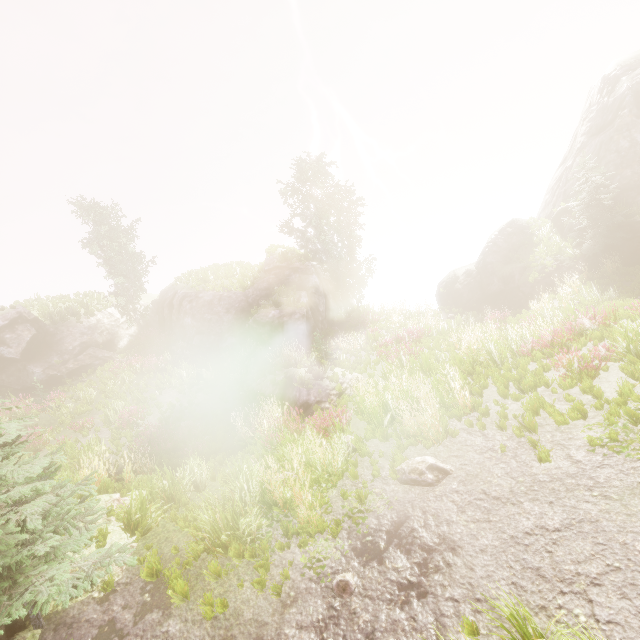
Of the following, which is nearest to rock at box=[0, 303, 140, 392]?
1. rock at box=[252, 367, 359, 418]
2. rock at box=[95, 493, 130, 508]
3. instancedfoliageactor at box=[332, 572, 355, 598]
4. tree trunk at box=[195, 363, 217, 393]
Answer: rock at box=[252, 367, 359, 418]

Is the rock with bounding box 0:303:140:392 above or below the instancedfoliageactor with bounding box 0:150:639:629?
above

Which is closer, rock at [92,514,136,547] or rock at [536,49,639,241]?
rock at [92,514,136,547]

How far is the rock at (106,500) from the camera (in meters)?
8.16

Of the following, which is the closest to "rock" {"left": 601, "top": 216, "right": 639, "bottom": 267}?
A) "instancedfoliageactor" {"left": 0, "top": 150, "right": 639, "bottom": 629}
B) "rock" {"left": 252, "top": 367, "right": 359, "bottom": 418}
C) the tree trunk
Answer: "instancedfoliageactor" {"left": 0, "top": 150, "right": 639, "bottom": 629}

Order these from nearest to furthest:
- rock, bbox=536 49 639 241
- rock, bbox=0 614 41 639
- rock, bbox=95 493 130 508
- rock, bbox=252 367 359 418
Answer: rock, bbox=0 614 41 639
rock, bbox=95 493 130 508
rock, bbox=252 367 359 418
rock, bbox=536 49 639 241

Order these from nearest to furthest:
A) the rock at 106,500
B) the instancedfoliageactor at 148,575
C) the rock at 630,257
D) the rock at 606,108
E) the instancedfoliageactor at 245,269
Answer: the instancedfoliageactor at 148,575 < the rock at 106,500 < the rock at 630,257 < the rock at 606,108 < the instancedfoliageactor at 245,269

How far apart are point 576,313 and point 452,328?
10.01m
